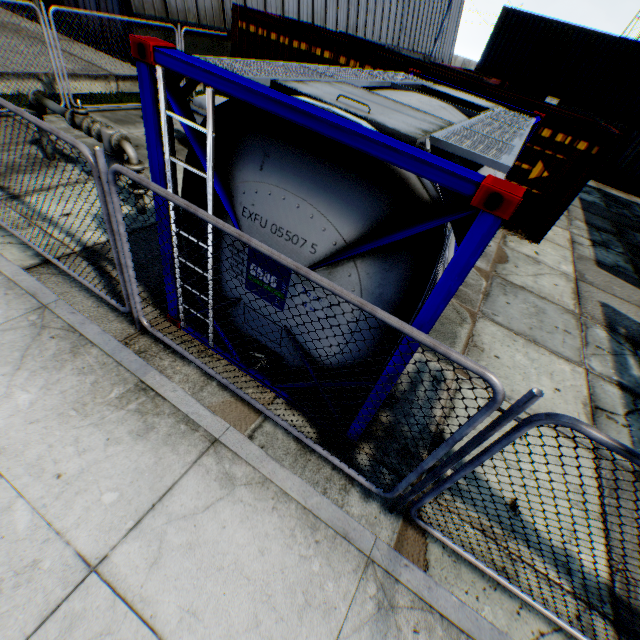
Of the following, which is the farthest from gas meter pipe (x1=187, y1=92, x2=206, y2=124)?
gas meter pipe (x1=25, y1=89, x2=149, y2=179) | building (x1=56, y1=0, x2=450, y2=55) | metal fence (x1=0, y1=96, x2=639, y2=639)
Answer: building (x1=56, y1=0, x2=450, y2=55)

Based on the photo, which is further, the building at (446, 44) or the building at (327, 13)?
the building at (446, 44)

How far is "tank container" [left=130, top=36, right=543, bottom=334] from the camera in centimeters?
196cm

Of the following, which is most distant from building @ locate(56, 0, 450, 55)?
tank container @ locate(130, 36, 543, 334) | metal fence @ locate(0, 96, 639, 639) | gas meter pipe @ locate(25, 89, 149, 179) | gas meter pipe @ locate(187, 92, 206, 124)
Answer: tank container @ locate(130, 36, 543, 334)

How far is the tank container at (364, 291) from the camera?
1.96m

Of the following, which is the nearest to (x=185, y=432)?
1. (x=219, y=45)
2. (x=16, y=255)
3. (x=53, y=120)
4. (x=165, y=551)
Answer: (x=165, y=551)

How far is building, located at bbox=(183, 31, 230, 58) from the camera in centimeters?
1275cm

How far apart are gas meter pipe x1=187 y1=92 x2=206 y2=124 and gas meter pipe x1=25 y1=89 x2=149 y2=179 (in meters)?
2.82
